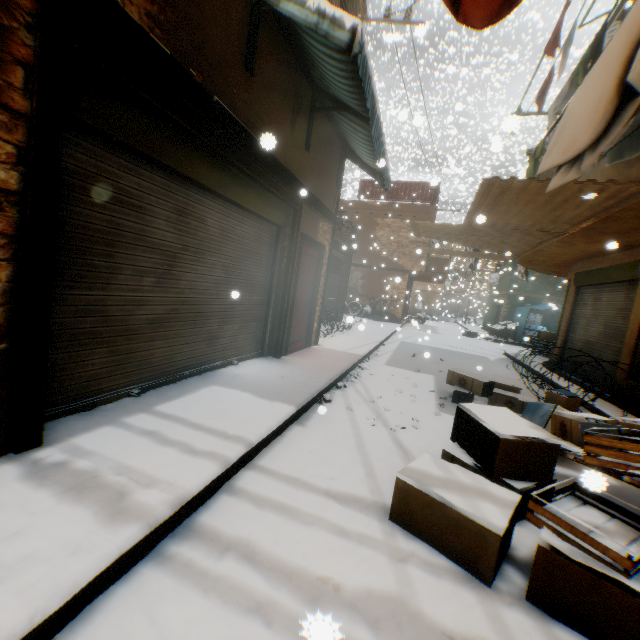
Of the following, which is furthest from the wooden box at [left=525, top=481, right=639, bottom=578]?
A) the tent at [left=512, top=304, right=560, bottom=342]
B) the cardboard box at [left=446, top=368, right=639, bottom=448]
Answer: the tent at [left=512, top=304, right=560, bottom=342]

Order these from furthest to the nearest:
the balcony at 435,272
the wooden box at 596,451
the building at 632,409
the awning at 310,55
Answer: the balcony at 435,272 → the building at 632,409 → the awning at 310,55 → the wooden box at 596,451

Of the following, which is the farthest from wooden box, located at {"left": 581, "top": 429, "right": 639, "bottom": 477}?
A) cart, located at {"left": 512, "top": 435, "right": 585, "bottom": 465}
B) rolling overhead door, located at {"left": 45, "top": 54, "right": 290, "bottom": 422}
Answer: rolling overhead door, located at {"left": 45, "top": 54, "right": 290, "bottom": 422}

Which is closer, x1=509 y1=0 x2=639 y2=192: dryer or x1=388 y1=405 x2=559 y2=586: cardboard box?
x1=388 y1=405 x2=559 y2=586: cardboard box

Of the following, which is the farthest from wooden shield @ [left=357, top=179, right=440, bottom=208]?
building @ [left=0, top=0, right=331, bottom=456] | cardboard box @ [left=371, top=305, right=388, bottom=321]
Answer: cardboard box @ [left=371, top=305, right=388, bottom=321]

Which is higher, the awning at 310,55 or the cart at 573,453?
the awning at 310,55

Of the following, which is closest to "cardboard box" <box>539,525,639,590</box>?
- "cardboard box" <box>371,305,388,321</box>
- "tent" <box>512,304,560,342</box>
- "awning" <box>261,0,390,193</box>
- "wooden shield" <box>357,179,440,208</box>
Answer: "awning" <box>261,0,390,193</box>

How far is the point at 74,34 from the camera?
2.1m
